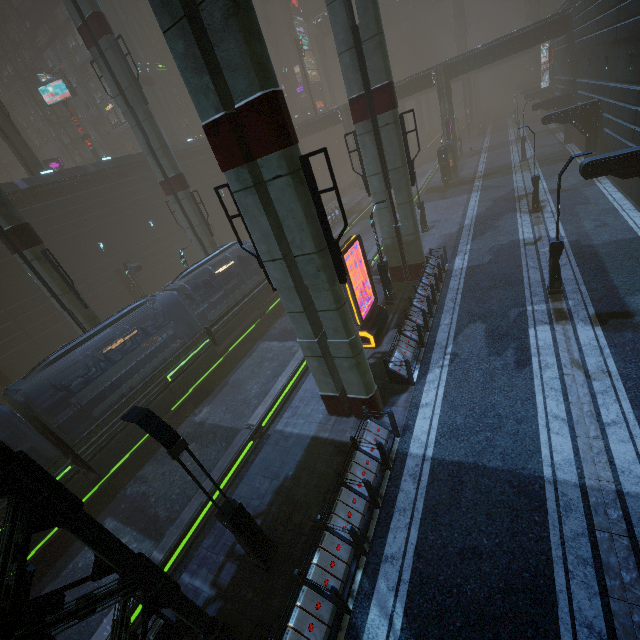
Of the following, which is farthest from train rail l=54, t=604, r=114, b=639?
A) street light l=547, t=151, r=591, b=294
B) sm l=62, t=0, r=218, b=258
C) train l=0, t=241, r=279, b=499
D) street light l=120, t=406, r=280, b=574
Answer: street light l=547, t=151, r=591, b=294

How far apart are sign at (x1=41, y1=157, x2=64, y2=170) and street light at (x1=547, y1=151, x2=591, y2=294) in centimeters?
5141cm

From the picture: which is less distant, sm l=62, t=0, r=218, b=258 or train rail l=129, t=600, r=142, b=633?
train rail l=129, t=600, r=142, b=633

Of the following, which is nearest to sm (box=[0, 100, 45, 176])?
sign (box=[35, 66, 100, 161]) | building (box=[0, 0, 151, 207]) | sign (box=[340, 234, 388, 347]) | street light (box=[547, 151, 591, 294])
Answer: building (box=[0, 0, 151, 207])

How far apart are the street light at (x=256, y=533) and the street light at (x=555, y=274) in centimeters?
1461cm

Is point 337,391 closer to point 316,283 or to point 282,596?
point 316,283

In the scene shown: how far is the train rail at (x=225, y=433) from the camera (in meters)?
13.43

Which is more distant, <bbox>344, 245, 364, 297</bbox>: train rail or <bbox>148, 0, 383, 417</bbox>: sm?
<bbox>344, 245, 364, 297</bbox>: train rail
